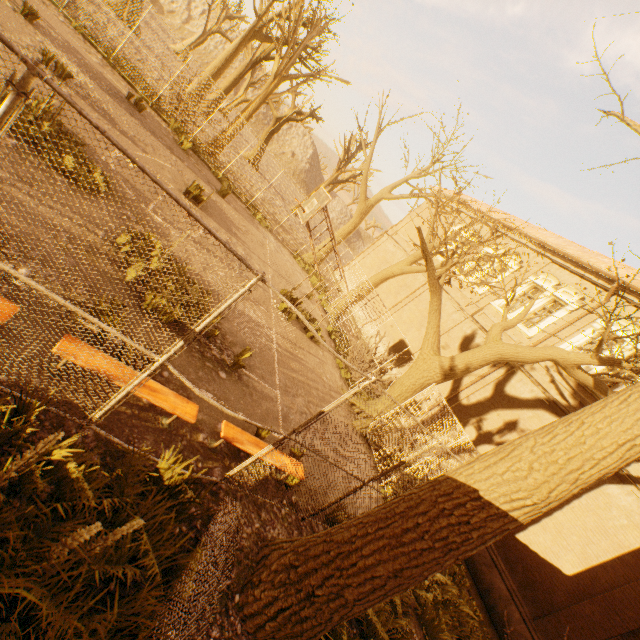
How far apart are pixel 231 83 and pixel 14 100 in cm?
2755

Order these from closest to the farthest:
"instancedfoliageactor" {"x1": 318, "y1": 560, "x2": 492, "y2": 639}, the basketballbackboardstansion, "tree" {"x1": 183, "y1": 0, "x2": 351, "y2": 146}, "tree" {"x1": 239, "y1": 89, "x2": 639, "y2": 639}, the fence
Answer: the fence → "tree" {"x1": 239, "y1": 89, "x2": 639, "y2": 639} → "instancedfoliageactor" {"x1": 318, "y1": 560, "x2": 492, "y2": 639} → the basketballbackboardstansion → "tree" {"x1": 183, "y1": 0, "x2": 351, "y2": 146}

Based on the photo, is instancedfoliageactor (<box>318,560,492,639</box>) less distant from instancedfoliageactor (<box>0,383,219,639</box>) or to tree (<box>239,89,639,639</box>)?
tree (<box>239,89,639,639</box>)

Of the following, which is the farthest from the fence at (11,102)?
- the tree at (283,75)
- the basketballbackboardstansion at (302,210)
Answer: the basketballbackboardstansion at (302,210)

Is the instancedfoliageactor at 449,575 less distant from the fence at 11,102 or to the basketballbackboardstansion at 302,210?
the fence at 11,102

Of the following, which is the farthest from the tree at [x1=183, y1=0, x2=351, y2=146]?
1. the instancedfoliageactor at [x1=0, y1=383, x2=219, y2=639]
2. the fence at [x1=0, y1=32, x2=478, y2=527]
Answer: the instancedfoliageactor at [x1=0, y1=383, x2=219, y2=639]

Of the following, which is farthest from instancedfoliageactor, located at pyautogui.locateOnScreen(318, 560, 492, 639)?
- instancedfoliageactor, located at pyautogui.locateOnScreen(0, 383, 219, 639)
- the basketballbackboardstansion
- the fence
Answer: instancedfoliageactor, located at pyautogui.locateOnScreen(0, 383, 219, 639)
